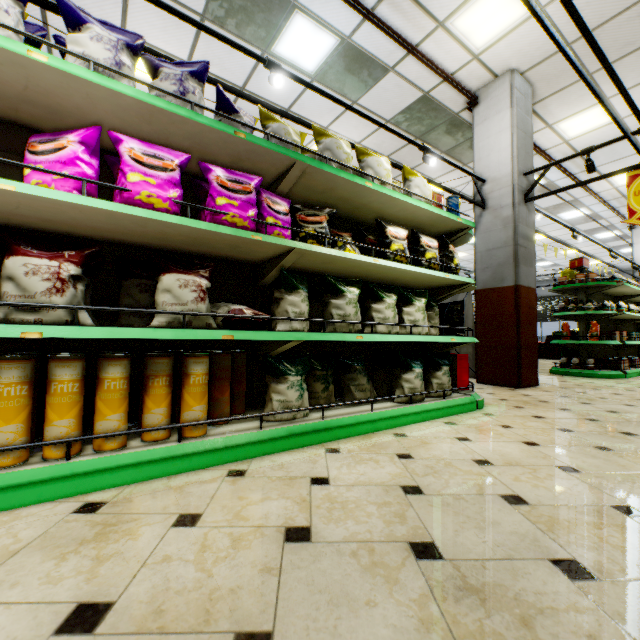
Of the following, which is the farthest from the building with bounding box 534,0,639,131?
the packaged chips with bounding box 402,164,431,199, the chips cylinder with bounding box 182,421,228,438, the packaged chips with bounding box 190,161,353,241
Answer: the packaged chips with bounding box 402,164,431,199

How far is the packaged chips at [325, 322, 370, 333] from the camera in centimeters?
236cm

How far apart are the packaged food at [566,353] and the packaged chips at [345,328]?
6.56m

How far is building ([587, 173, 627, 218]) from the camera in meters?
8.5 m

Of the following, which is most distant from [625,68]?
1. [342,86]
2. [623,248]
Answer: [623,248]

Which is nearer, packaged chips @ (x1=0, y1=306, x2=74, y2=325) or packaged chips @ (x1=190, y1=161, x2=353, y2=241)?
packaged chips @ (x1=0, y1=306, x2=74, y2=325)

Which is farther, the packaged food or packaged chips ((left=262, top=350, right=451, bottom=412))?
the packaged food

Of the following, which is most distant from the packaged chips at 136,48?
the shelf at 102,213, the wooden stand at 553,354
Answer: the wooden stand at 553,354
